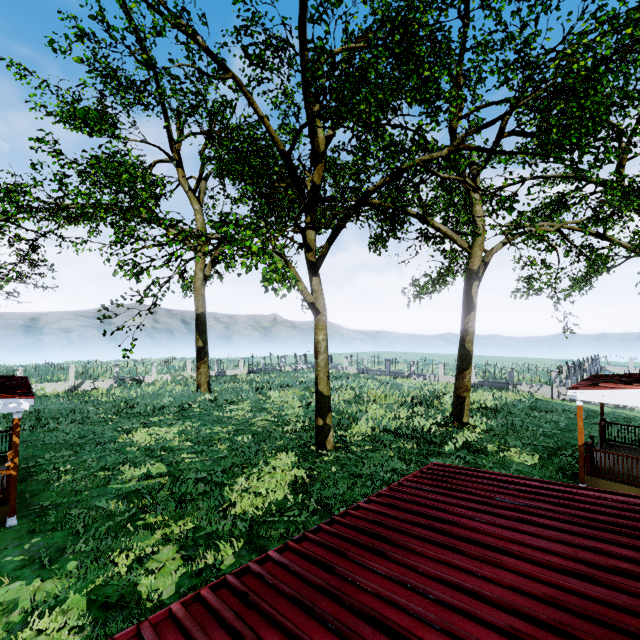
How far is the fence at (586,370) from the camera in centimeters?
2578cm

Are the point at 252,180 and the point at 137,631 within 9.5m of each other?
no

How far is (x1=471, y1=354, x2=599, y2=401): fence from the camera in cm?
2578

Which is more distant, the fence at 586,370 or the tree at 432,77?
the fence at 586,370

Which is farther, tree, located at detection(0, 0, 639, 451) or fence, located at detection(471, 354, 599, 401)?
fence, located at detection(471, 354, 599, 401)
